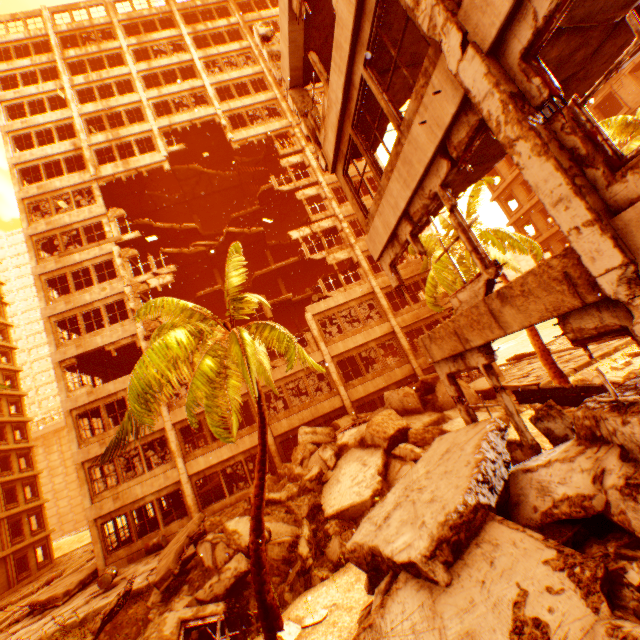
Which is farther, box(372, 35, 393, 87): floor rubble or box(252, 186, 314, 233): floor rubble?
box(252, 186, 314, 233): floor rubble

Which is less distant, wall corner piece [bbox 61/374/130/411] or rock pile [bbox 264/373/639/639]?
rock pile [bbox 264/373/639/639]

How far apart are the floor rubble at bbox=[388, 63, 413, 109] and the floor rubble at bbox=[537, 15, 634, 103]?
2.5 meters

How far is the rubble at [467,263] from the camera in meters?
15.5

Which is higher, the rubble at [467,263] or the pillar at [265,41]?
the pillar at [265,41]

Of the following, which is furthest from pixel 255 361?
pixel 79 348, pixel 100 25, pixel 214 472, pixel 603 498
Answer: pixel 100 25

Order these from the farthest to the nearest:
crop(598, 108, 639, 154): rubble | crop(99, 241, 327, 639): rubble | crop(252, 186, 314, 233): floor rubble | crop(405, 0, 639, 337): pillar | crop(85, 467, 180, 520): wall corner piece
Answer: crop(252, 186, 314, 233): floor rubble < crop(85, 467, 180, 520): wall corner piece < crop(598, 108, 639, 154): rubble < crop(99, 241, 327, 639): rubble < crop(405, 0, 639, 337): pillar
